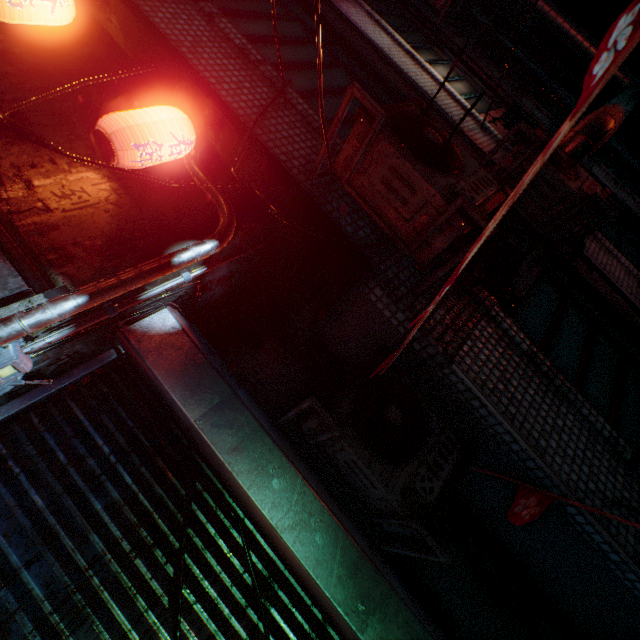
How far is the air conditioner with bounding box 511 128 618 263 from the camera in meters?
2.7 m

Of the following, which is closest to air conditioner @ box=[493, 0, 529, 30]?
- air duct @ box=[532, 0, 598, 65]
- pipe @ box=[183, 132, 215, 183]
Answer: air duct @ box=[532, 0, 598, 65]

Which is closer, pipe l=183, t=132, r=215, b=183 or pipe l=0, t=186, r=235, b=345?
pipe l=0, t=186, r=235, b=345

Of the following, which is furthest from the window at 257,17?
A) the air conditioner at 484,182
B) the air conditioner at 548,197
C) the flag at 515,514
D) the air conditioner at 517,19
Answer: the air conditioner at 517,19

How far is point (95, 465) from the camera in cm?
182

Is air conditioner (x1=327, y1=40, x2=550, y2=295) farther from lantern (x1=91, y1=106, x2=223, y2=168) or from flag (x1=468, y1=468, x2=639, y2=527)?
flag (x1=468, y1=468, x2=639, y2=527)

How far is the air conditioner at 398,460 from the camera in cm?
184

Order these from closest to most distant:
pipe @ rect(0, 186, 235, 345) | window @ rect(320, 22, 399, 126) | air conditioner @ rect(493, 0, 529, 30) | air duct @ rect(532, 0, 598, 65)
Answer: pipe @ rect(0, 186, 235, 345)
window @ rect(320, 22, 399, 126)
air duct @ rect(532, 0, 598, 65)
air conditioner @ rect(493, 0, 529, 30)
